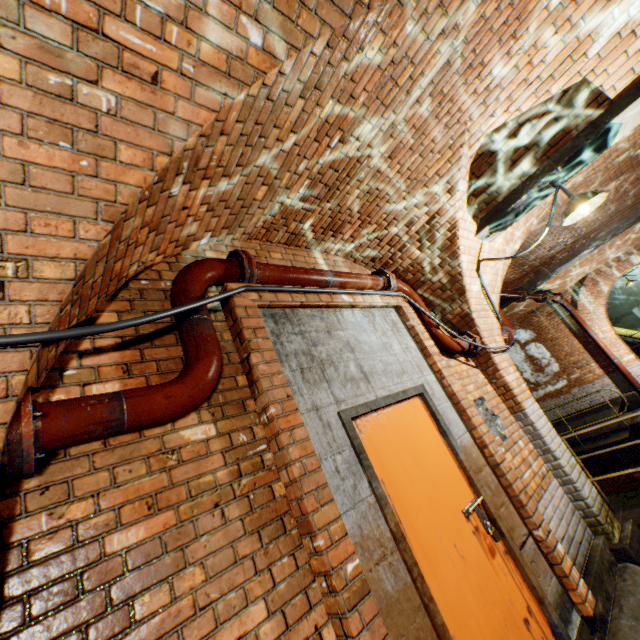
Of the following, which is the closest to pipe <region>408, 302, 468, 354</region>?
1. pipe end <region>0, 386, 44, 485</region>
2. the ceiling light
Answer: the ceiling light

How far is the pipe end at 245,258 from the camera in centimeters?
254cm

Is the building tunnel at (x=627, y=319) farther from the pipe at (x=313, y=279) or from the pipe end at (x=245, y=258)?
the pipe end at (x=245, y=258)

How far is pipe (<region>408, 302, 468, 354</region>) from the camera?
4.0 meters

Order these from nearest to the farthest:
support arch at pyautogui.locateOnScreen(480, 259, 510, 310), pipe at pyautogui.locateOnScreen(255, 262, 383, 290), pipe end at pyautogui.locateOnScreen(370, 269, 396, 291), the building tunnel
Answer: pipe at pyautogui.locateOnScreen(255, 262, 383, 290), pipe end at pyautogui.locateOnScreen(370, 269, 396, 291), support arch at pyautogui.locateOnScreen(480, 259, 510, 310), the building tunnel

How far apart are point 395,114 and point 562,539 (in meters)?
4.44

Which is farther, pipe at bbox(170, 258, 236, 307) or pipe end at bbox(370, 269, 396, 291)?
pipe end at bbox(370, 269, 396, 291)

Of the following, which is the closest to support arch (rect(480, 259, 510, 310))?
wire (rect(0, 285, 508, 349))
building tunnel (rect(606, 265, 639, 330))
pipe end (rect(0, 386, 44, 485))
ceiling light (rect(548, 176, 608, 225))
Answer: wire (rect(0, 285, 508, 349))
